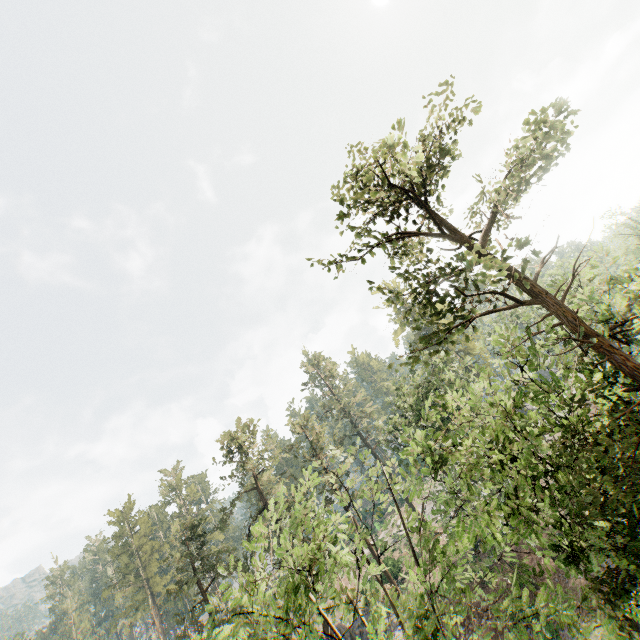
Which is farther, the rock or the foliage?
the rock

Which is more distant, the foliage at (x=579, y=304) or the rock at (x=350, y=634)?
the rock at (x=350, y=634)

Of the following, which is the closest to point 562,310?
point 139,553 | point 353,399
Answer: point 353,399

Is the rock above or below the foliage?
below

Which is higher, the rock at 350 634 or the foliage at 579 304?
the foliage at 579 304
